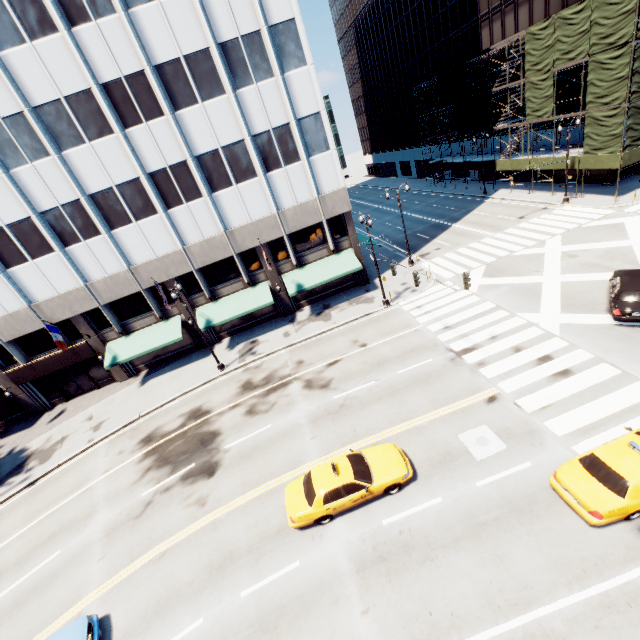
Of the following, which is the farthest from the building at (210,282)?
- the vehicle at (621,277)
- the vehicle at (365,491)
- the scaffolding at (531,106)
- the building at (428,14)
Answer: the building at (428,14)

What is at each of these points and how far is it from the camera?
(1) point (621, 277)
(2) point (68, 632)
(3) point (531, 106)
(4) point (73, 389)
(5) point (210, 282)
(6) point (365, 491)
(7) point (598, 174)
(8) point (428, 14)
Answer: (1) vehicle, 17.6 meters
(2) vehicle, 11.4 meters
(3) scaffolding, 33.3 meters
(4) door, 29.1 meters
(5) building, 27.6 meters
(6) vehicle, 12.2 meters
(7) building, 33.3 meters
(8) building, 47.5 meters

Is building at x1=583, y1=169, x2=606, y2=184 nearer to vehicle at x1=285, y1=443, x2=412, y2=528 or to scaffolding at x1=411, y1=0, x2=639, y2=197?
scaffolding at x1=411, y1=0, x2=639, y2=197

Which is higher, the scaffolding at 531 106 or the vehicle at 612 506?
the scaffolding at 531 106

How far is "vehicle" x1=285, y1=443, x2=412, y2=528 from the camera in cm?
1230

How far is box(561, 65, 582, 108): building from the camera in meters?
31.6

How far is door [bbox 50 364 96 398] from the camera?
28.25m
